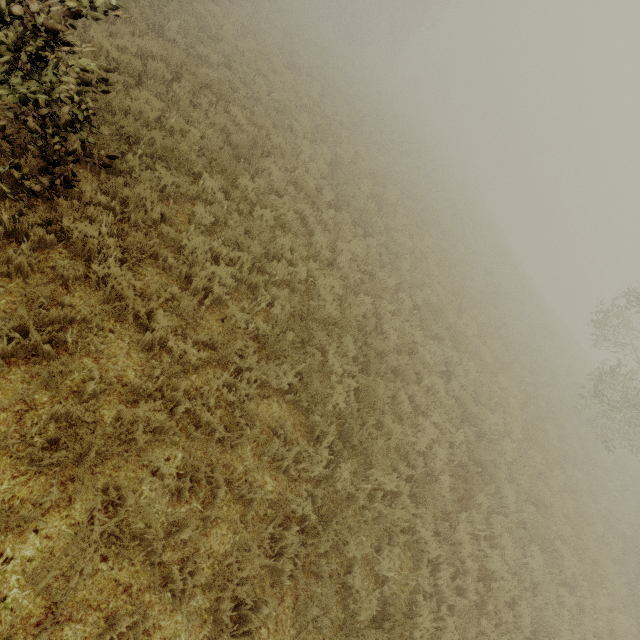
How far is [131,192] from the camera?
4.8m
